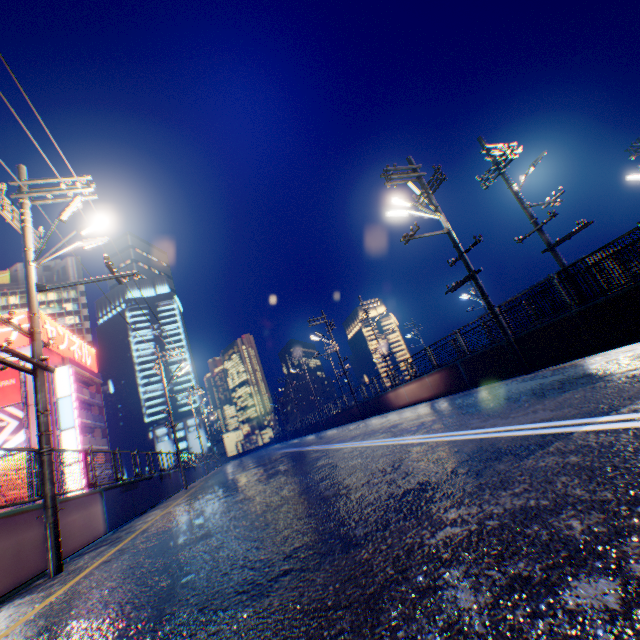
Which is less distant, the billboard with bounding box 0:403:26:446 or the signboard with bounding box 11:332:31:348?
the billboard with bounding box 0:403:26:446

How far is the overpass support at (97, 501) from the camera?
7.7 meters

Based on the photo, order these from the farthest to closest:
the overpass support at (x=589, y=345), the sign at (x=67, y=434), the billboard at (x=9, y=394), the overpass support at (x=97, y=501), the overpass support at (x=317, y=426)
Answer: the overpass support at (x=317, y=426), the sign at (x=67, y=434), the billboard at (x=9, y=394), the overpass support at (x=589, y=345), the overpass support at (x=97, y=501)

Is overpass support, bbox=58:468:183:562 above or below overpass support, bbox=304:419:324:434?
below

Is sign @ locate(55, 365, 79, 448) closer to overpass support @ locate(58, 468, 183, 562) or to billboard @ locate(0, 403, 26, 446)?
billboard @ locate(0, 403, 26, 446)

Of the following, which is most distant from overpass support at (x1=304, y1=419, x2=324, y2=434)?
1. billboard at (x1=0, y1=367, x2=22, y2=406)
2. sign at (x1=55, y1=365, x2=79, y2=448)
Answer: billboard at (x1=0, y1=367, x2=22, y2=406)

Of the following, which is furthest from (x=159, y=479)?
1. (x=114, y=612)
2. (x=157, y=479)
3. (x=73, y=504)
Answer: (x=114, y=612)

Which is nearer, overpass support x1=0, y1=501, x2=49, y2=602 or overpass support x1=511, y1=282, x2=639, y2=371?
overpass support x1=0, y1=501, x2=49, y2=602
